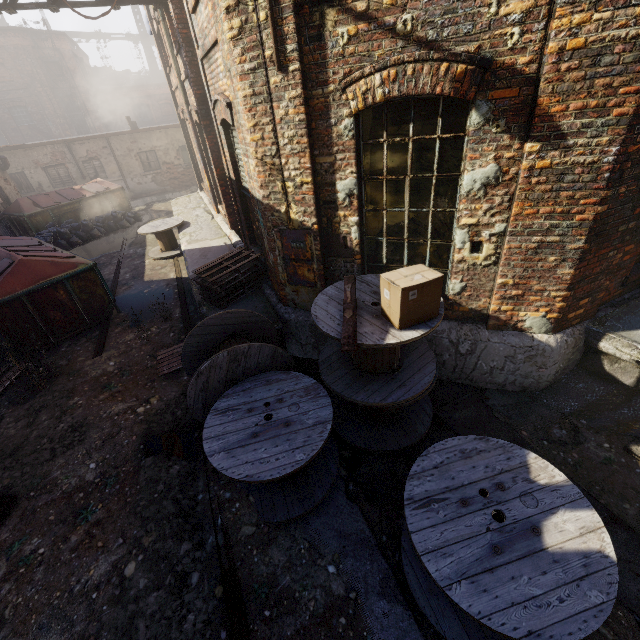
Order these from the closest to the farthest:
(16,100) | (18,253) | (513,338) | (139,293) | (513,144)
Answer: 1. (513,144)
2. (513,338)
3. (18,253)
4. (139,293)
5. (16,100)

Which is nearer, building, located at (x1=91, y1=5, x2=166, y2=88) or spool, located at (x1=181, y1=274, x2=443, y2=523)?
spool, located at (x1=181, y1=274, x2=443, y2=523)

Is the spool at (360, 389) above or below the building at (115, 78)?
below

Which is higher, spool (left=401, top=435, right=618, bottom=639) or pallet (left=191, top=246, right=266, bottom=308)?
pallet (left=191, top=246, right=266, bottom=308)

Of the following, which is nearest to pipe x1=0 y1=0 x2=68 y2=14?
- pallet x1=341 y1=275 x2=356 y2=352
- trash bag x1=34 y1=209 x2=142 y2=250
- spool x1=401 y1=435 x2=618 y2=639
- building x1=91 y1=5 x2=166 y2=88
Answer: trash bag x1=34 y1=209 x2=142 y2=250

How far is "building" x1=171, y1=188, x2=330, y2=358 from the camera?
5.7m

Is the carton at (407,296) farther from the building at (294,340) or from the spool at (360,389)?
the building at (294,340)

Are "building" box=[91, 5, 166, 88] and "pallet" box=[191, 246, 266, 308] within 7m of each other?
no
